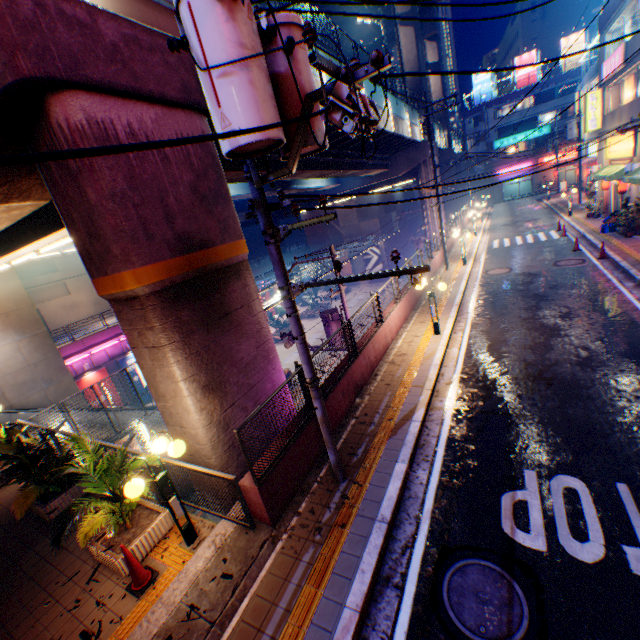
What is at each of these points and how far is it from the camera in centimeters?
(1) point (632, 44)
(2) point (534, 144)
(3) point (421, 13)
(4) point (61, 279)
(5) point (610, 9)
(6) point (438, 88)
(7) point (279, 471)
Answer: (1) building, 1630cm
(2) building, 5125cm
(3) overpass support, 3747cm
(4) building, 3994cm
(5) concrete block, 1888cm
(6) overpass support, 3950cm
(7) concrete block, 615cm

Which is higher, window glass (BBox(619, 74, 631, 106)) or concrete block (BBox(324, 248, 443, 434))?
window glass (BBox(619, 74, 631, 106))

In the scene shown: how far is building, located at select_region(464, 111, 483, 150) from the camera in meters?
53.2 m

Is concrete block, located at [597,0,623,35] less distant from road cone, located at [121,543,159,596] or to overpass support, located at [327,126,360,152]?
overpass support, located at [327,126,360,152]

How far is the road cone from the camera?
5.2m

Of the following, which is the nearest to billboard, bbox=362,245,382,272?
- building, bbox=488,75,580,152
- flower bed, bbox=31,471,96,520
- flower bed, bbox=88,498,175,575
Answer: building, bbox=488,75,580,152

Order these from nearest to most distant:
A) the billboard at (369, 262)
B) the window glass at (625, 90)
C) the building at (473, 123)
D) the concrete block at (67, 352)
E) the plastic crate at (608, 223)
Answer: the window glass at (625, 90)
the plastic crate at (608, 223)
the concrete block at (67, 352)
the billboard at (369, 262)
the building at (473, 123)

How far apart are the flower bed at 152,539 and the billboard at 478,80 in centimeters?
6843cm
